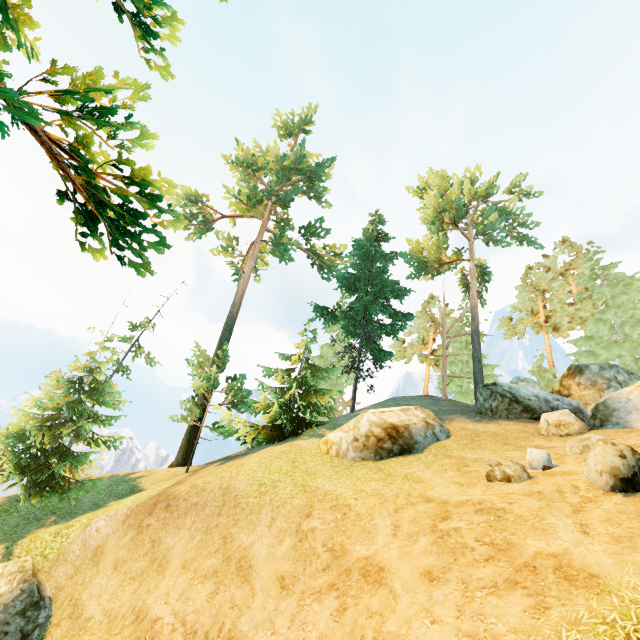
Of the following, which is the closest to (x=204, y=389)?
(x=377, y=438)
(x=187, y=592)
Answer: (x=377, y=438)

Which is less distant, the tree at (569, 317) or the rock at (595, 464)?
the rock at (595, 464)

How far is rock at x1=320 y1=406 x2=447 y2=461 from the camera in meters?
12.4

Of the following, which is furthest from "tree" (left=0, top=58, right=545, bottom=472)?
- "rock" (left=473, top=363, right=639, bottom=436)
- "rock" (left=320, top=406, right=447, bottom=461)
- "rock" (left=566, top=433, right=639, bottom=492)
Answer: "rock" (left=566, top=433, right=639, bottom=492)

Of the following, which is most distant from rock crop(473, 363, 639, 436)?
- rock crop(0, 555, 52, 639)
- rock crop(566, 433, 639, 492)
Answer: rock crop(0, 555, 52, 639)

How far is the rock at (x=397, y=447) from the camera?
12.4 meters

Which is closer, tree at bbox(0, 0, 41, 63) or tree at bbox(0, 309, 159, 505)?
tree at bbox(0, 0, 41, 63)

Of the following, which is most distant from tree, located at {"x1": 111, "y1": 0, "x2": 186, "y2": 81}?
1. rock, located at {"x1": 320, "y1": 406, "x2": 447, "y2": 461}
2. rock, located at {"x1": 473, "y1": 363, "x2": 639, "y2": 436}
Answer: rock, located at {"x1": 320, "y1": 406, "x2": 447, "y2": 461}
